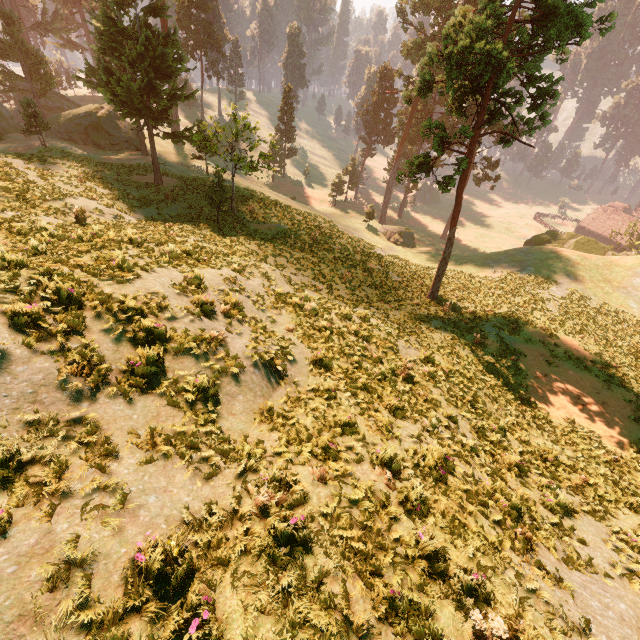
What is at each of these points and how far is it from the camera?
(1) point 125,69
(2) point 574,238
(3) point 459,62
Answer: (1) treerock, 34.25m
(2) rock, 40.09m
(3) treerock, 16.84m

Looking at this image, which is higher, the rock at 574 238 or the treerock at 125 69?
the treerock at 125 69

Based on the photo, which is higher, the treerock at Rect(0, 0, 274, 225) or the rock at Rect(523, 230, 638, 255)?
the treerock at Rect(0, 0, 274, 225)

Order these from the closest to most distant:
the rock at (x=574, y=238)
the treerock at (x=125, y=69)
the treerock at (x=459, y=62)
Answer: the treerock at (x=459, y=62)
the treerock at (x=125, y=69)
the rock at (x=574, y=238)

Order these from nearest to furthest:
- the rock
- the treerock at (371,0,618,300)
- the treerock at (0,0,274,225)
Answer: the treerock at (371,0,618,300) → the treerock at (0,0,274,225) → the rock

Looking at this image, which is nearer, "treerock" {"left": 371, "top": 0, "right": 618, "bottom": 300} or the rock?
"treerock" {"left": 371, "top": 0, "right": 618, "bottom": 300}
